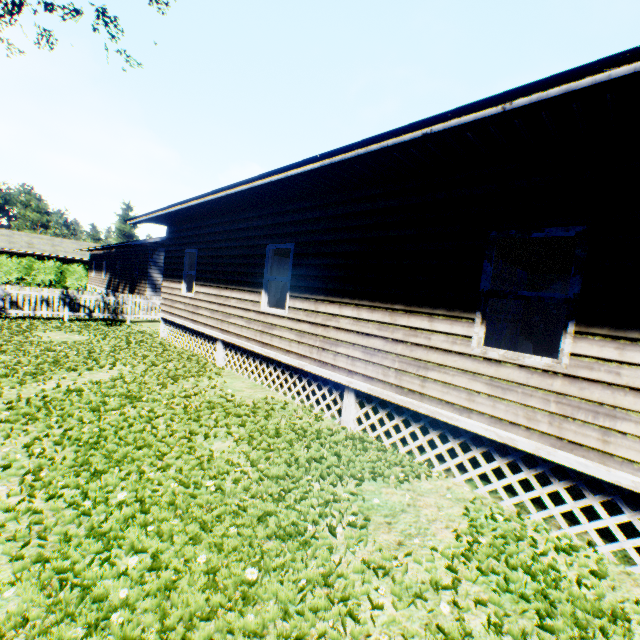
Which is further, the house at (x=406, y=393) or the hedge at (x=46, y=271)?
the hedge at (x=46, y=271)

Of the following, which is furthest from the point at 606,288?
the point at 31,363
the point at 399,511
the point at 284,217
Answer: the point at 31,363

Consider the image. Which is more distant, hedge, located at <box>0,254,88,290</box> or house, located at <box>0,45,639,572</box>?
hedge, located at <box>0,254,88,290</box>
